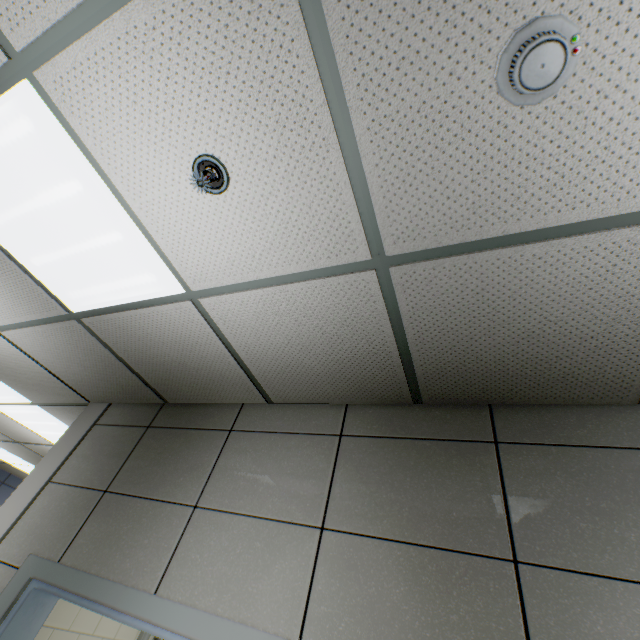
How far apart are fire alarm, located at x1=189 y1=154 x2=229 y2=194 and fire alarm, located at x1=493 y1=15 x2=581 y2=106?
0.9m

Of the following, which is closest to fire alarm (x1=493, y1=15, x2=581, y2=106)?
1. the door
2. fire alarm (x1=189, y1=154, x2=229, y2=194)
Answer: fire alarm (x1=189, y1=154, x2=229, y2=194)

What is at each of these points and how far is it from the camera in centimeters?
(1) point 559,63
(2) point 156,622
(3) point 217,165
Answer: (1) fire alarm, 72cm
(2) door, 148cm
(3) fire alarm, 115cm

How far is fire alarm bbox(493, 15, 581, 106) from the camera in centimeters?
71cm

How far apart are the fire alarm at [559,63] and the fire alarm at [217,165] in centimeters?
94cm

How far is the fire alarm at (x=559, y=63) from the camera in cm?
71

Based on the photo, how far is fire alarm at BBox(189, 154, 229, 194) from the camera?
1.13m
